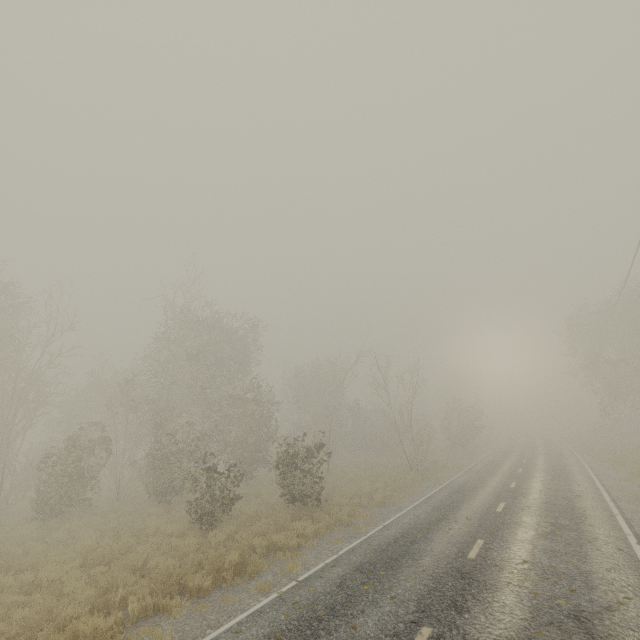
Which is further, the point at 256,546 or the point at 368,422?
the point at 368,422

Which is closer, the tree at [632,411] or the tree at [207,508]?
the tree at [207,508]

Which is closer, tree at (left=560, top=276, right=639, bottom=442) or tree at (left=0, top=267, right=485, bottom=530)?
tree at (left=0, top=267, right=485, bottom=530)
